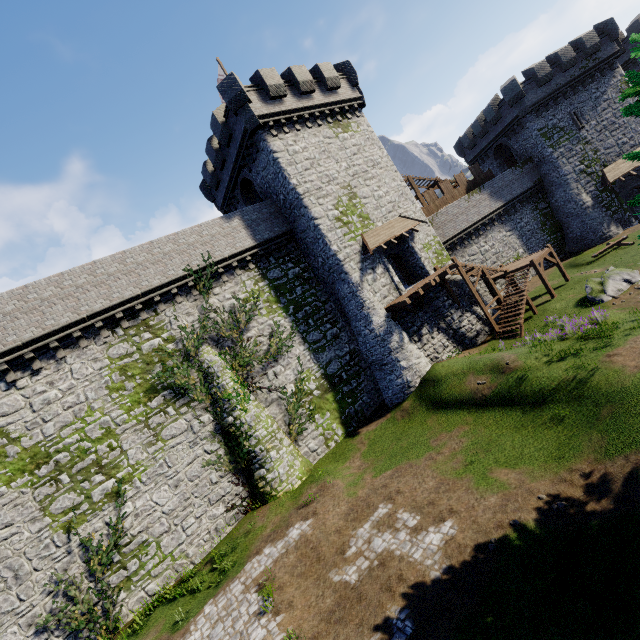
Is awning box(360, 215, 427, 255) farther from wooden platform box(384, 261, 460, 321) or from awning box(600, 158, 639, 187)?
awning box(600, 158, 639, 187)

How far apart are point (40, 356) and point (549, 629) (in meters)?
20.61

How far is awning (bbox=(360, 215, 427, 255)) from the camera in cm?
2127

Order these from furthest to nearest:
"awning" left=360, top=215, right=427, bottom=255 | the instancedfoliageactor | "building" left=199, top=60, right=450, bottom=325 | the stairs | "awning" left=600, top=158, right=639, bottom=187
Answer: "awning" left=600, top=158, right=639, bottom=187
the stairs
"awning" left=360, top=215, right=427, bottom=255
"building" left=199, top=60, right=450, bottom=325
the instancedfoliageactor

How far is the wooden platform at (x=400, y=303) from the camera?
20.0m

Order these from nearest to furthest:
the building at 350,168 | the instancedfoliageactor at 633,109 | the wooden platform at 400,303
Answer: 1. the instancedfoliageactor at 633,109
2. the wooden platform at 400,303
3. the building at 350,168

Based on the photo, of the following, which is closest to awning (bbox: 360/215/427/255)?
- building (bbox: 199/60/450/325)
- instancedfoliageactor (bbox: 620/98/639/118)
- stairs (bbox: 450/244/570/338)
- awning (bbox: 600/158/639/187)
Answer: building (bbox: 199/60/450/325)

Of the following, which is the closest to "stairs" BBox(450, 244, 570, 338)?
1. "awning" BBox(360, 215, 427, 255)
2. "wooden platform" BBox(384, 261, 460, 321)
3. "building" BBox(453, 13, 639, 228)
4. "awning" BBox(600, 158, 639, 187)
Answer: "wooden platform" BBox(384, 261, 460, 321)
